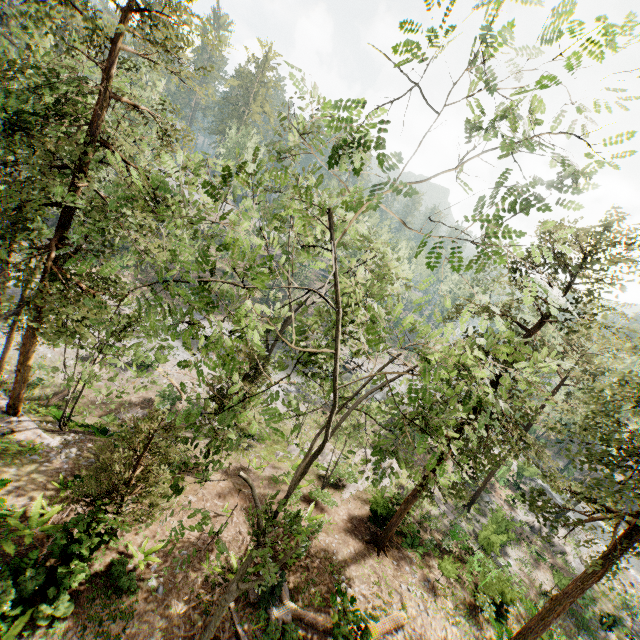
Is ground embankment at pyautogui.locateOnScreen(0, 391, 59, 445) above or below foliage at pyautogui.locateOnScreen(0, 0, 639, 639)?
below

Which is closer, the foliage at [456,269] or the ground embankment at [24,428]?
the foliage at [456,269]

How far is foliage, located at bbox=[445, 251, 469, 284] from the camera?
3.25m

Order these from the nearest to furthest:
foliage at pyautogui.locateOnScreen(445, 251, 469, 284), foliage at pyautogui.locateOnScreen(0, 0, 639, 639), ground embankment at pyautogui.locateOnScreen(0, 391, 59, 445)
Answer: foliage at pyautogui.locateOnScreen(445, 251, 469, 284) → foliage at pyautogui.locateOnScreen(0, 0, 639, 639) → ground embankment at pyautogui.locateOnScreen(0, 391, 59, 445)

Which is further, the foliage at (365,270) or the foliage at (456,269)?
the foliage at (365,270)

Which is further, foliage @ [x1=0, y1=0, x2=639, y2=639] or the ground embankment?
the ground embankment

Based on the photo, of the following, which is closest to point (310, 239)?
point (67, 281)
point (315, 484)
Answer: point (67, 281)
